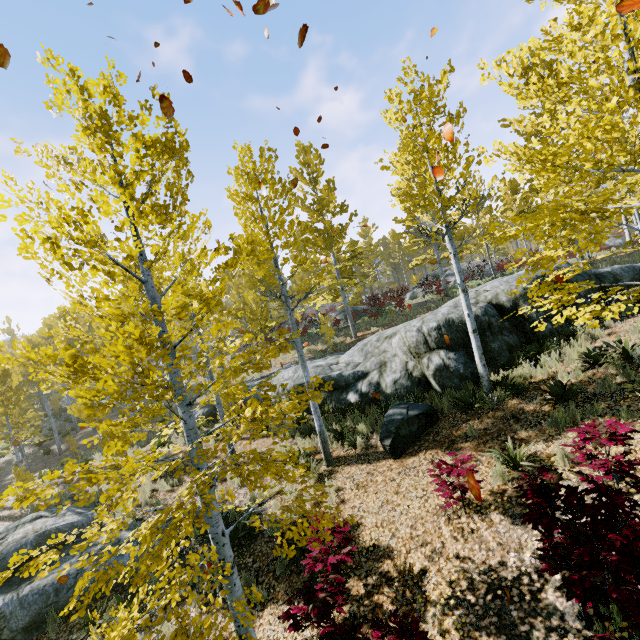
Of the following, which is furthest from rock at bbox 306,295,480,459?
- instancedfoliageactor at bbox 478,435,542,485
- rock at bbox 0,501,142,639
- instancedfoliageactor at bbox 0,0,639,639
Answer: rock at bbox 0,501,142,639

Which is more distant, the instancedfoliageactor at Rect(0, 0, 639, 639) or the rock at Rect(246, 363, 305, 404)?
the rock at Rect(246, 363, 305, 404)

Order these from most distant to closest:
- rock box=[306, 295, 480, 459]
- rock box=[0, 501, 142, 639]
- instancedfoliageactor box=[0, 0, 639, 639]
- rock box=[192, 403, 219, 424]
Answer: rock box=[192, 403, 219, 424] → rock box=[306, 295, 480, 459] → rock box=[0, 501, 142, 639] → instancedfoliageactor box=[0, 0, 639, 639]

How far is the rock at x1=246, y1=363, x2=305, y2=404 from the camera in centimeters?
1351cm

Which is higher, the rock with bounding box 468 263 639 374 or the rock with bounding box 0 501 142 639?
the rock with bounding box 468 263 639 374

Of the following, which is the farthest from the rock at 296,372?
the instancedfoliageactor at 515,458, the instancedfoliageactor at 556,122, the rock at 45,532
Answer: the rock at 45,532

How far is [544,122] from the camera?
5.39m
